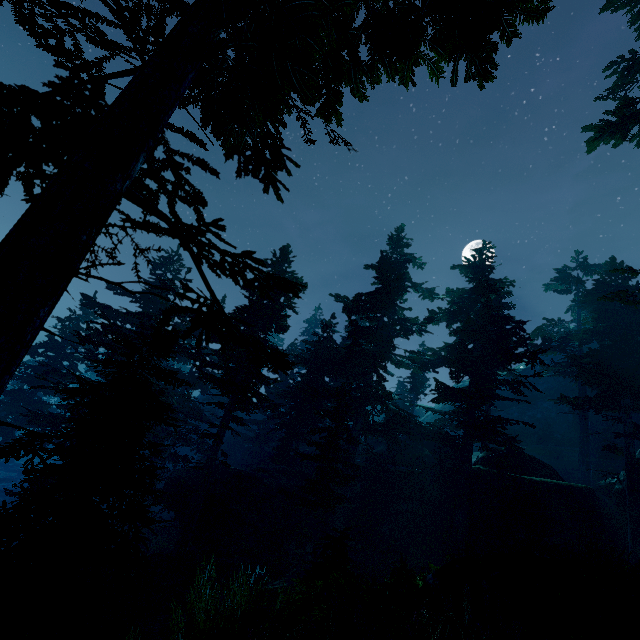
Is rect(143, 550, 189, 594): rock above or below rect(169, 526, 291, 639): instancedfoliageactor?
below

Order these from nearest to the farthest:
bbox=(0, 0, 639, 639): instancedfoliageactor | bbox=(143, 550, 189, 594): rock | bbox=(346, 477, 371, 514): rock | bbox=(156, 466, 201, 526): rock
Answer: bbox=(0, 0, 639, 639): instancedfoliageactor → bbox=(143, 550, 189, 594): rock → bbox=(156, 466, 201, 526): rock → bbox=(346, 477, 371, 514): rock

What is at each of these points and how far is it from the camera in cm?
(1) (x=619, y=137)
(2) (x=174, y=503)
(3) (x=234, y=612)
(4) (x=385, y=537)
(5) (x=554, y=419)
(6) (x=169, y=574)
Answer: (1) instancedfoliageactor, 1309
(2) rock, 2017
(3) instancedfoliageactor, 607
(4) rock, 2066
(5) rock, 4116
(6) rock, 1374

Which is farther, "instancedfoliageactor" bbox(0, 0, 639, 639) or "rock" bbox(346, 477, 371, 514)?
"rock" bbox(346, 477, 371, 514)

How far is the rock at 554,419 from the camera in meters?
39.9

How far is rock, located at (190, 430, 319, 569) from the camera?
19.3m
